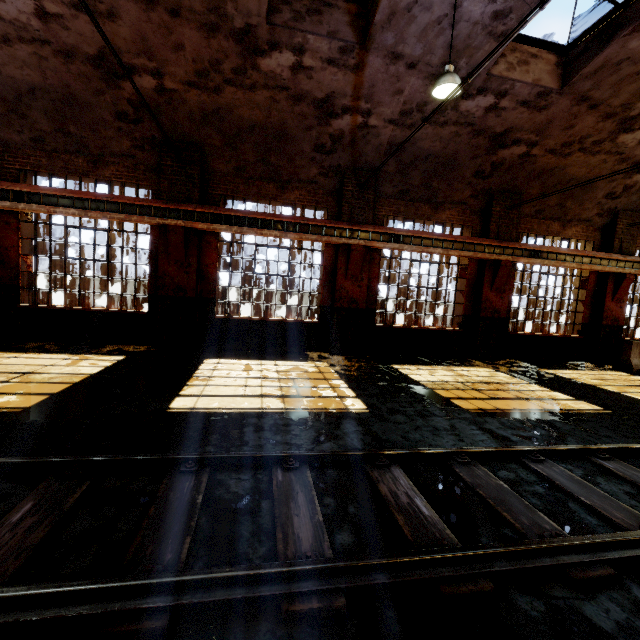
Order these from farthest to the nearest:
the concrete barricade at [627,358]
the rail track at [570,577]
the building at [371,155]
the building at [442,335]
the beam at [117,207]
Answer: the concrete barricade at [627,358]
the building at [442,335]
the beam at [117,207]
the building at [371,155]
the rail track at [570,577]

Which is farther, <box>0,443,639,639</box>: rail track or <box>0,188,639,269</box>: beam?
<box>0,188,639,269</box>: beam

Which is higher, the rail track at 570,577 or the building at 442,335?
the building at 442,335

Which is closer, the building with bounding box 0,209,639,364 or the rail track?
the rail track

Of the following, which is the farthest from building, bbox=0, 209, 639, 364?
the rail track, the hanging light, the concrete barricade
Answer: the rail track

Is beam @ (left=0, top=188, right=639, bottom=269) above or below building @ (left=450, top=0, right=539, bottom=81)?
below

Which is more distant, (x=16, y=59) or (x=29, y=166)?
(x=29, y=166)
